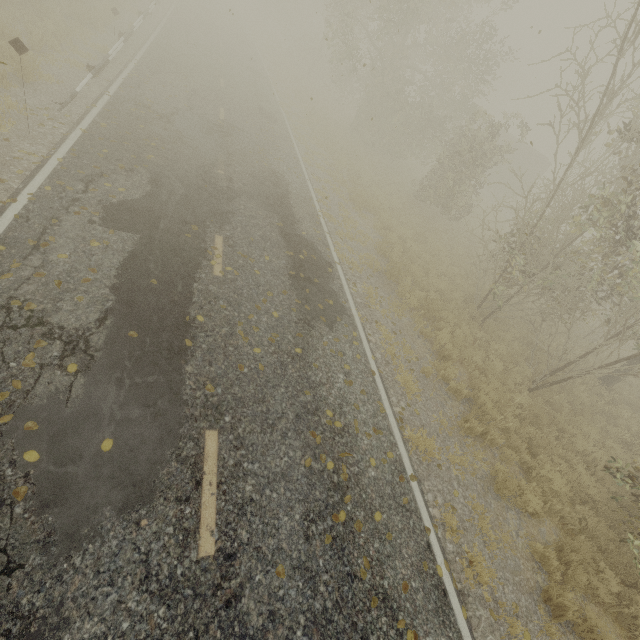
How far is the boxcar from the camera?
30.1m

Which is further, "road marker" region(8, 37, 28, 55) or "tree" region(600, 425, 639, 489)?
"tree" region(600, 425, 639, 489)

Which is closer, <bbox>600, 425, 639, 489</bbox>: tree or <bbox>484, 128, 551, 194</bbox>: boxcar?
<bbox>600, 425, 639, 489</bbox>: tree

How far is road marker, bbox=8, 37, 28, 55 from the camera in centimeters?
653cm

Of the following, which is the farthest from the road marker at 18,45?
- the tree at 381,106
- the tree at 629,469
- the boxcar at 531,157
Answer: the boxcar at 531,157

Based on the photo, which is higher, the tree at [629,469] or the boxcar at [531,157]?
the boxcar at [531,157]

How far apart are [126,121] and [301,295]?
8.0m

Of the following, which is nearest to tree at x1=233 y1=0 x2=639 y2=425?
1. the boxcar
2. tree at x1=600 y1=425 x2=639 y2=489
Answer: the boxcar
